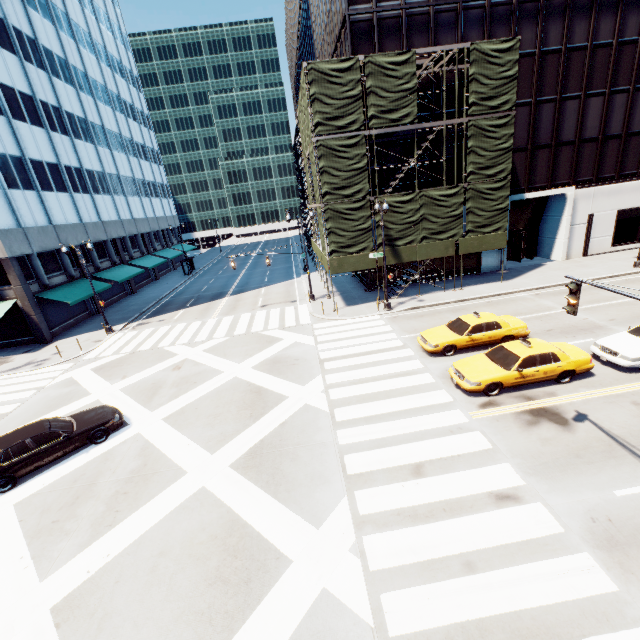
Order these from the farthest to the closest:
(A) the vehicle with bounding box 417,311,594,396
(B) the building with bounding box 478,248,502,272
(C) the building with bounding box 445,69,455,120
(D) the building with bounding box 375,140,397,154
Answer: (B) the building with bounding box 478,248,502,272, (D) the building with bounding box 375,140,397,154, (C) the building with bounding box 445,69,455,120, (A) the vehicle with bounding box 417,311,594,396

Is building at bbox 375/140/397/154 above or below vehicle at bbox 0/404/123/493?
above

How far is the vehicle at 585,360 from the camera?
12.3m

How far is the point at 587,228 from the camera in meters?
28.1

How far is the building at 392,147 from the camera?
24.4 meters

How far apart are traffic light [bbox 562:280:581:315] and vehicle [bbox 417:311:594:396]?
4.4 meters

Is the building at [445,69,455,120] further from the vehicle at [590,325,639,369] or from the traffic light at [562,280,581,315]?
the traffic light at [562,280,581,315]

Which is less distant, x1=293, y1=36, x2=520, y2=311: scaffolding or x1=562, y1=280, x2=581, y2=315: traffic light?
x1=562, y1=280, x2=581, y2=315: traffic light
